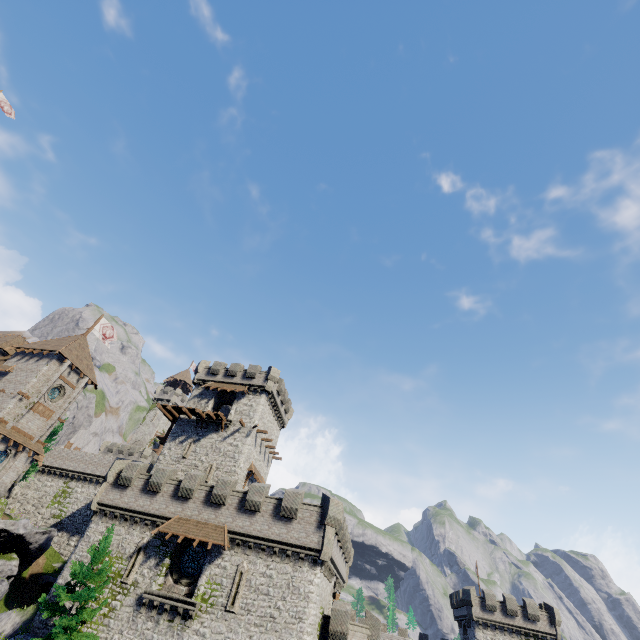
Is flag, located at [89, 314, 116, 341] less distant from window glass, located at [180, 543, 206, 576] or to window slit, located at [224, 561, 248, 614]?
window glass, located at [180, 543, 206, 576]

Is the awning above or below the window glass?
above

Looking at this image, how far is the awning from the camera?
23.80m

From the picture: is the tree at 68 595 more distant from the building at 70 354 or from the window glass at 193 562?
the building at 70 354

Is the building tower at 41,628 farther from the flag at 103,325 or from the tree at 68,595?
the flag at 103,325

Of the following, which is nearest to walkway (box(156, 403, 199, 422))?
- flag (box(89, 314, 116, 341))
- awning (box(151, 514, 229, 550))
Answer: awning (box(151, 514, 229, 550))

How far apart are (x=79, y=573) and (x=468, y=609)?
48.05m

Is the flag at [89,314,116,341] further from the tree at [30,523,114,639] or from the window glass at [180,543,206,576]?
the window glass at [180,543,206,576]
